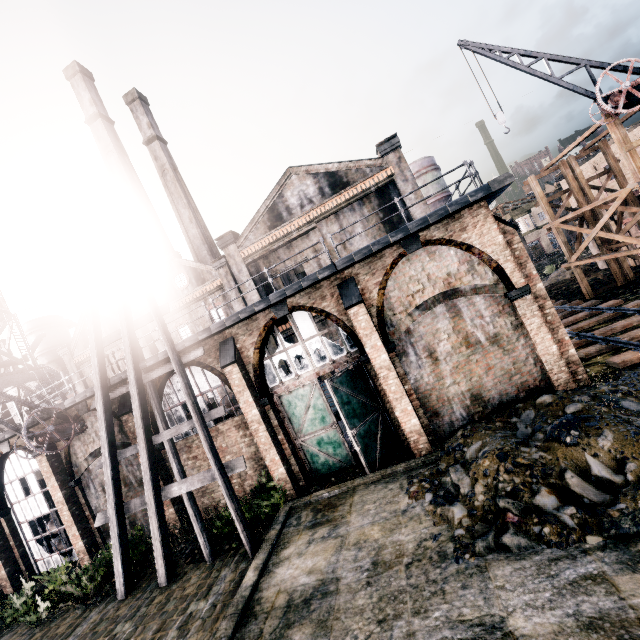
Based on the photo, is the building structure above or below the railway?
above

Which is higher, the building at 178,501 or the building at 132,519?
the building at 178,501

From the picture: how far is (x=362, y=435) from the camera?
12.7m

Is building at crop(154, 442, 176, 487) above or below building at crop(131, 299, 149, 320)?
below

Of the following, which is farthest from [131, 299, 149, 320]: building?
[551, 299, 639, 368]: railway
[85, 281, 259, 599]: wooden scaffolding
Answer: [551, 299, 639, 368]: railway

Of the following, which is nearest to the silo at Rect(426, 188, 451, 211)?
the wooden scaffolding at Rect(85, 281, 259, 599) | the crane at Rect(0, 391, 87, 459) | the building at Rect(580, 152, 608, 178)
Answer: the building at Rect(580, 152, 608, 178)

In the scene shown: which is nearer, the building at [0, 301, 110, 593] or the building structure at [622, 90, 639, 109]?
the building structure at [622, 90, 639, 109]

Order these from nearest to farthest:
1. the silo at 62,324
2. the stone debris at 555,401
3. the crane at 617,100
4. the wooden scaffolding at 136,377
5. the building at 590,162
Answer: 1. the stone debris at 555,401
2. the wooden scaffolding at 136,377
3. the crane at 617,100
4. the building at 590,162
5. the silo at 62,324
